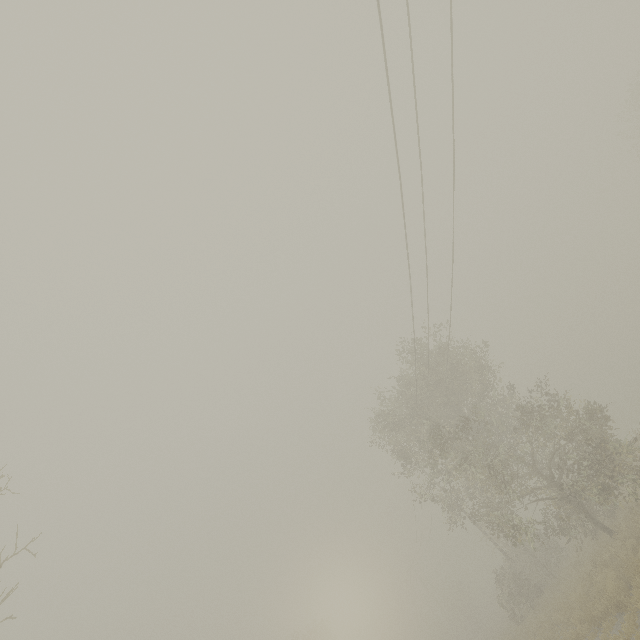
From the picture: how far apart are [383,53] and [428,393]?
17.4m

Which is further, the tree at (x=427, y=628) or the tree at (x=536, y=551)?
the tree at (x=427, y=628)

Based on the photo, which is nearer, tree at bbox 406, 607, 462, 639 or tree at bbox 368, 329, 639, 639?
tree at bbox 368, 329, 639, 639
